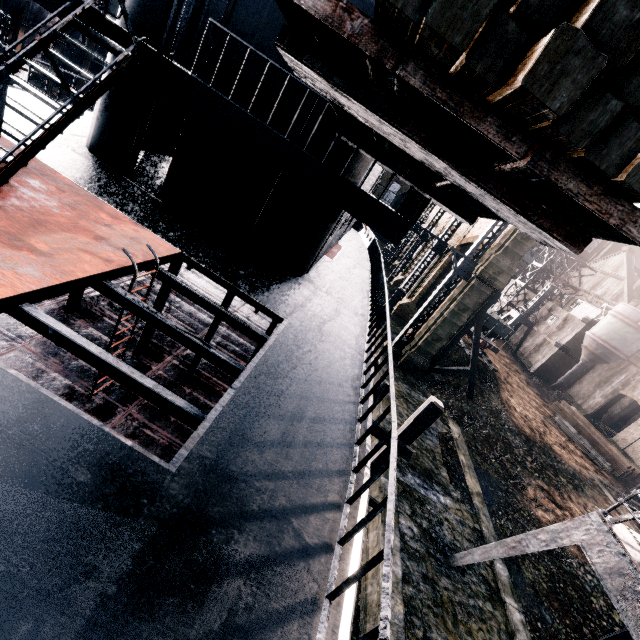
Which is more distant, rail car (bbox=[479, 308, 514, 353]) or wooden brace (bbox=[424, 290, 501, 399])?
rail car (bbox=[479, 308, 514, 353])

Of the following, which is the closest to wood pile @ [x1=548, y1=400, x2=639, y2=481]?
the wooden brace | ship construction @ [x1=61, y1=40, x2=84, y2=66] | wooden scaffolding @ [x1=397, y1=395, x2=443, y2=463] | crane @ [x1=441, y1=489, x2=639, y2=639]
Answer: the wooden brace

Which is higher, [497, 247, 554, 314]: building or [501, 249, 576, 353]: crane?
[497, 247, 554, 314]: building

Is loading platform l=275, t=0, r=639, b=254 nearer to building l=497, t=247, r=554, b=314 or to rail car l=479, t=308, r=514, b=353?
building l=497, t=247, r=554, b=314

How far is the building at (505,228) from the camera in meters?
23.2

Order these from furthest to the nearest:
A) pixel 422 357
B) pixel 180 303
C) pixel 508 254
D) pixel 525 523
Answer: pixel 422 357 → pixel 508 254 → pixel 525 523 → pixel 180 303

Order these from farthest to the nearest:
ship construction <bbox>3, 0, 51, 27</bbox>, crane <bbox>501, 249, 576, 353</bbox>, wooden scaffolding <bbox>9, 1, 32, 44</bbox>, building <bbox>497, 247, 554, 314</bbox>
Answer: building <bbox>497, 247, 554, 314</bbox>
crane <bbox>501, 249, 576, 353</bbox>
wooden scaffolding <bbox>9, 1, 32, 44</bbox>
ship construction <bbox>3, 0, 51, 27</bbox>

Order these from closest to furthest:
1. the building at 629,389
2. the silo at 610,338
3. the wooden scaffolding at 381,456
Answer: the wooden scaffolding at 381,456 < the building at 629,389 < the silo at 610,338
